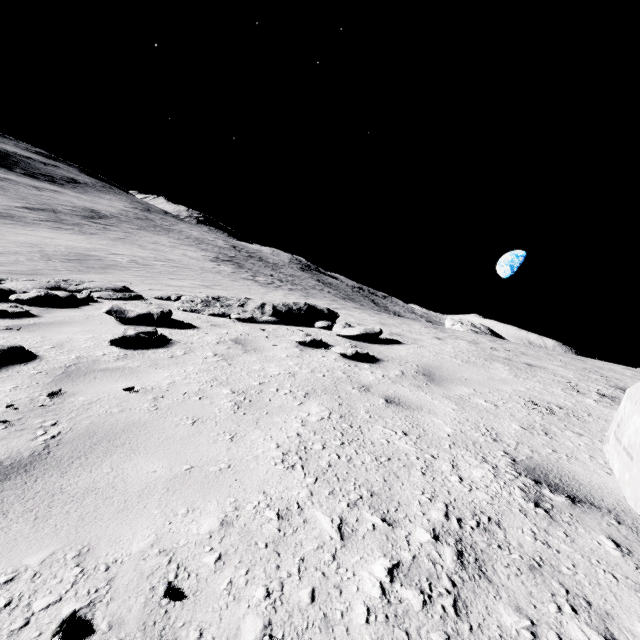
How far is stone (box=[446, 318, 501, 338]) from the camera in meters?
52.1 m

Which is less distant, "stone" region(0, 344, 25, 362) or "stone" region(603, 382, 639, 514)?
"stone" region(603, 382, 639, 514)

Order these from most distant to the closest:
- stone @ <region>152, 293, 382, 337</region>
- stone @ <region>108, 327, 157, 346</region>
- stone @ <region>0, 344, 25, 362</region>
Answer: stone @ <region>152, 293, 382, 337</region> → stone @ <region>108, 327, 157, 346</region> → stone @ <region>0, 344, 25, 362</region>

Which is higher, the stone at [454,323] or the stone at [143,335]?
the stone at [454,323]

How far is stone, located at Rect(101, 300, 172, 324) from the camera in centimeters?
545cm

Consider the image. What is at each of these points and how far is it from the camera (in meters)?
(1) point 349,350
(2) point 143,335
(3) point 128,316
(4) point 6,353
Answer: (1) stone, 4.63
(2) stone, 4.31
(3) stone, 5.48
(4) stone, 3.32

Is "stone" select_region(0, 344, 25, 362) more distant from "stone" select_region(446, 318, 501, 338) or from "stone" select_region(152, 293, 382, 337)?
"stone" select_region(446, 318, 501, 338)

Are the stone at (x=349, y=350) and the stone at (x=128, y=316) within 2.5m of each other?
no
